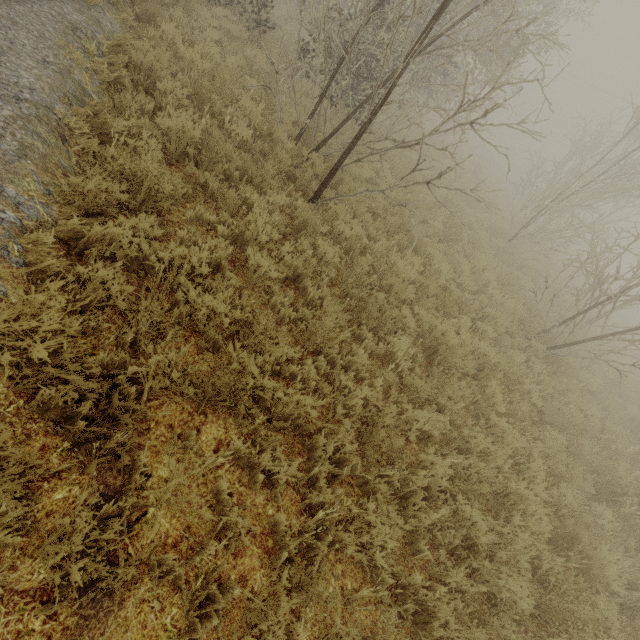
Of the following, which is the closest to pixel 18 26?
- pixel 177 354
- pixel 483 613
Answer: pixel 177 354
